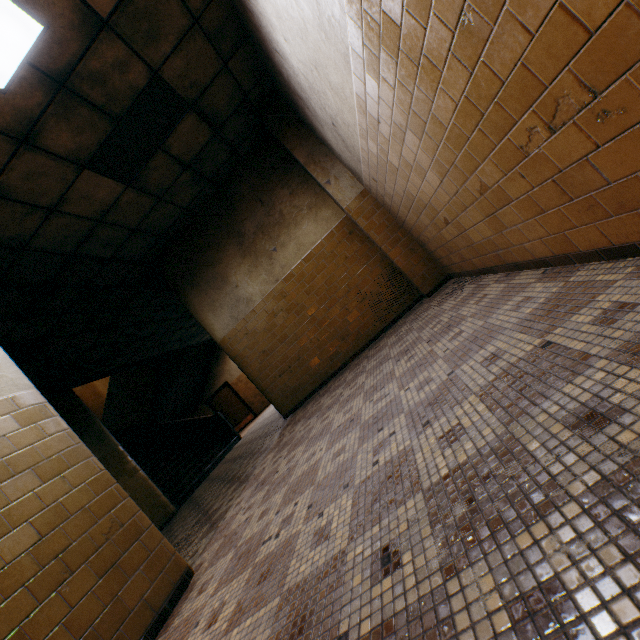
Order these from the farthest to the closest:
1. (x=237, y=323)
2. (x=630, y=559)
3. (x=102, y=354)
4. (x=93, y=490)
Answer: (x=102, y=354)
(x=237, y=323)
(x=93, y=490)
(x=630, y=559)

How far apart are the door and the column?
11.8m

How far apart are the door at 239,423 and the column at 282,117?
11.83m

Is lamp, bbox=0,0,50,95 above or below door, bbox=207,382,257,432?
above

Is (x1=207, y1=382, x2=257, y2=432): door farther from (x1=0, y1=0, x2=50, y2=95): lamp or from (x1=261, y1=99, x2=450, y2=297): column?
(x1=0, y1=0, x2=50, y2=95): lamp

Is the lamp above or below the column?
above

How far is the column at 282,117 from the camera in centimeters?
507cm

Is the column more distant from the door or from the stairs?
the door
